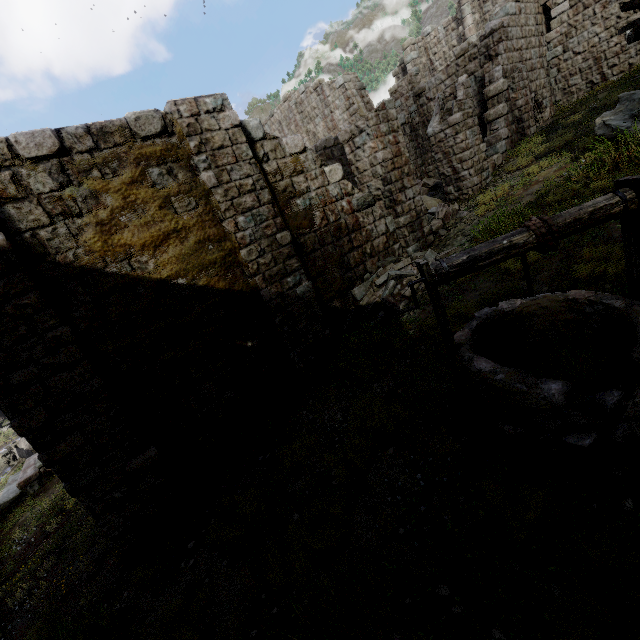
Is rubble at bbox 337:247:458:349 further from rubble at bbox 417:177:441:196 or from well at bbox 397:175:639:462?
well at bbox 397:175:639:462

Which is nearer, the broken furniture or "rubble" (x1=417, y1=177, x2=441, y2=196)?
the broken furniture

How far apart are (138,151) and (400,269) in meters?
6.8

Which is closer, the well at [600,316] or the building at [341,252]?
the well at [600,316]

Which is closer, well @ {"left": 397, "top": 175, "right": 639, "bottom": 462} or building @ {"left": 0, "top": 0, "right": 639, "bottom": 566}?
well @ {"left": 397, "top": 175, "right": 639, "bottom": 462}

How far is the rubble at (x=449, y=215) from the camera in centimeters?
1100cm

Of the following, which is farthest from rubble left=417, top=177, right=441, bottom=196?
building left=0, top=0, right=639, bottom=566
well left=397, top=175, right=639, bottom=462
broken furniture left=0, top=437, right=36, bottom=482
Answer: broken furniture left=0, top=437, right=36, bottom=482

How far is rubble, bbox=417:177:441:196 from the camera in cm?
1746
